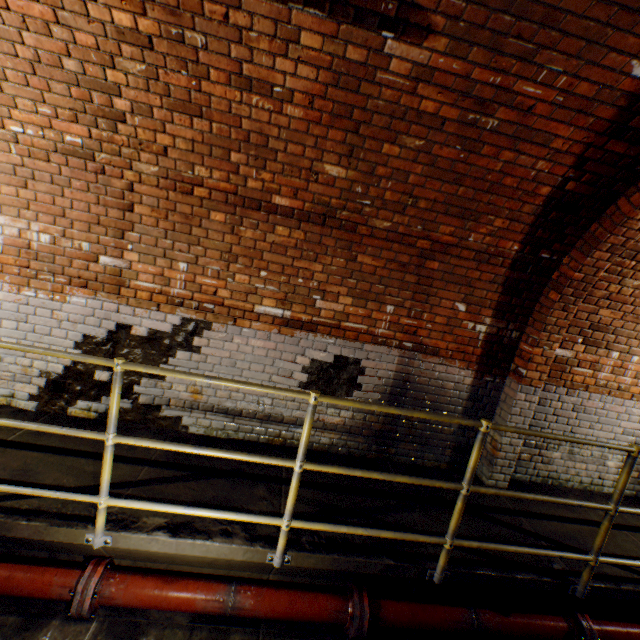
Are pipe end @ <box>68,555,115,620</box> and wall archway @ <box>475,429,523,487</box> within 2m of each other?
no

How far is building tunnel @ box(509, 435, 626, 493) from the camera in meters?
4.0

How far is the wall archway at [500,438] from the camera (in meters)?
3.70

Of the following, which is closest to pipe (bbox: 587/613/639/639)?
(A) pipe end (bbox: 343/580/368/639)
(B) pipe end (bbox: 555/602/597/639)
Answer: (B) pipe end (bbox: 555/602/597/639)

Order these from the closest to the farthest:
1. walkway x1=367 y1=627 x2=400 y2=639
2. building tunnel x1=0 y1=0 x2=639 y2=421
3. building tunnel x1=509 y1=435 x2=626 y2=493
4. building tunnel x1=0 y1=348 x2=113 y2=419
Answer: building tunnel x1=0 y1=0 x2=639 y2=421 → walkway x1=367 y1=627 x2=400 y2=639 → building tunnel x1=0 y1=348 x2=113 y2=419 → building tunnel x1=509 y1=435 x2=626 y2=493

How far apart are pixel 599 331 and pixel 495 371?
1.3 meters

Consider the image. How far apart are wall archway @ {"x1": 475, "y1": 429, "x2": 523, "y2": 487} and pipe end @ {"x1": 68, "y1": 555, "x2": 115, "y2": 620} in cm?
379

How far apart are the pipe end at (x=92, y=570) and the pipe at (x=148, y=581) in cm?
1
